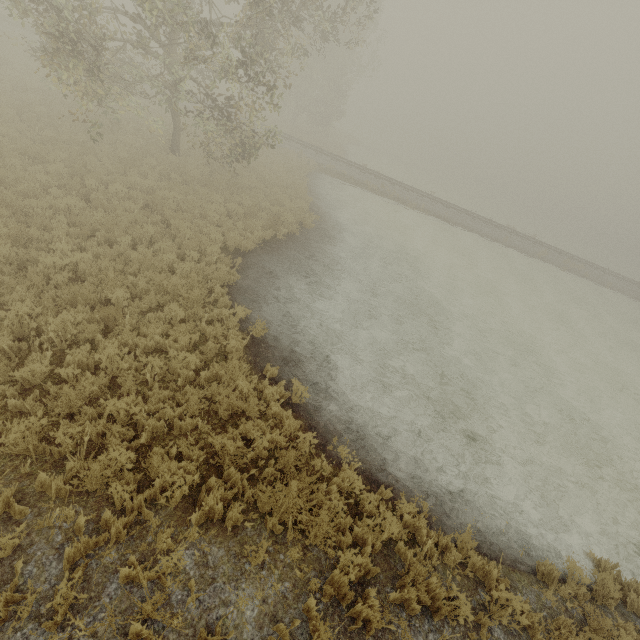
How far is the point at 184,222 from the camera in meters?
11.6
